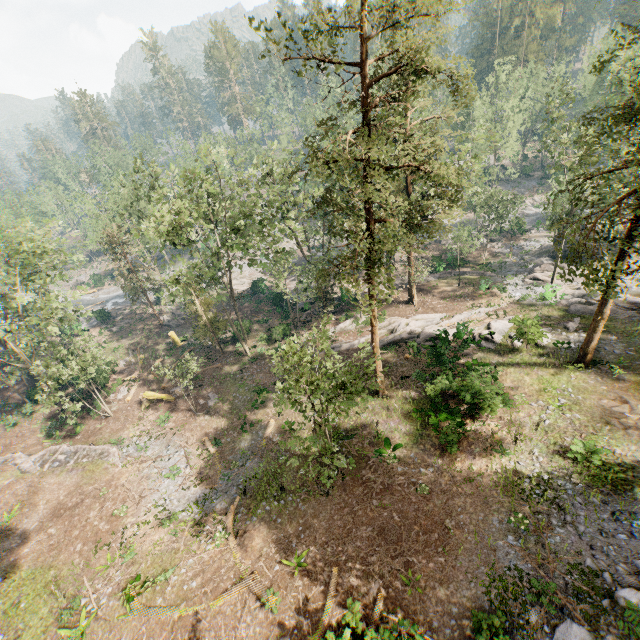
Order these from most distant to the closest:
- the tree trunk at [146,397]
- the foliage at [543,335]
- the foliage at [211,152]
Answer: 1. the tree trunk at [146,397]
2. the foliage at [211,152]
3. the foliage at [543,335]

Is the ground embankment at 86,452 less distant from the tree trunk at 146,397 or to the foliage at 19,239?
the foliage at 19,239

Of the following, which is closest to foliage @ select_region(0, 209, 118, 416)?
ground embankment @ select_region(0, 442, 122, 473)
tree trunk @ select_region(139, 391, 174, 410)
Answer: ground embankment @ select_region(0, 442, 122, 473)

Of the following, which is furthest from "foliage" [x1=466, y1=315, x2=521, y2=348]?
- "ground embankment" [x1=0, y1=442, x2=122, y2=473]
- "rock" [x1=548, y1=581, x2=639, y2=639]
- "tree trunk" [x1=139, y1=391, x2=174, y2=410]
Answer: "tree trunk" [x1=139, y1=391, x2=174, y2=410]

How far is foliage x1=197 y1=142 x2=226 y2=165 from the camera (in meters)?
25.16

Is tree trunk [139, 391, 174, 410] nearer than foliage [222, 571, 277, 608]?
No

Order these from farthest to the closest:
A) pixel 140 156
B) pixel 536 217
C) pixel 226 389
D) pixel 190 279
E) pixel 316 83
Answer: pixel 536 217 → pixel 226 389 → pixel 140 156 → pixel 190 279 → pixel 316 83

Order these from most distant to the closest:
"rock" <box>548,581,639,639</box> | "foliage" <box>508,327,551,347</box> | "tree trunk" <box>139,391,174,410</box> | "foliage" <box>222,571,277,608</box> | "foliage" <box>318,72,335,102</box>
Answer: "tree trunk" <box>139,391,174,410</box> → "foliage" <box>508,327,551,347</box> → "foliage" <box>222,571,277,608</box> → "foliage" <box>318,72,335,102</box> → "rock" <box>548,581,639,639</box>
